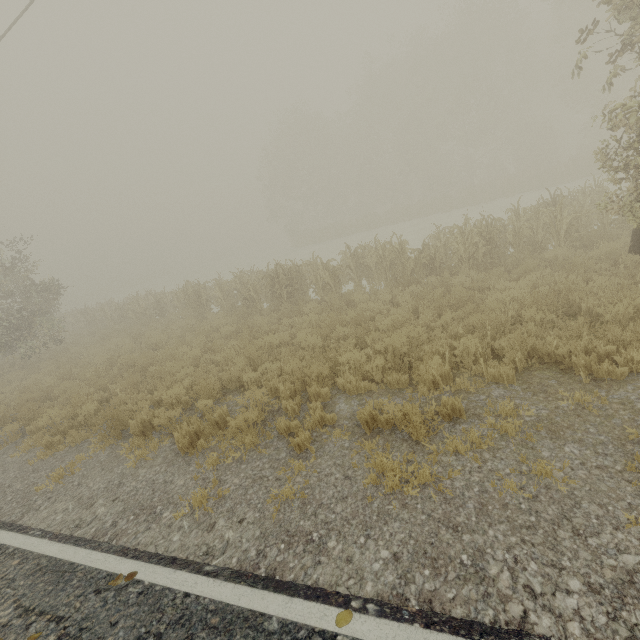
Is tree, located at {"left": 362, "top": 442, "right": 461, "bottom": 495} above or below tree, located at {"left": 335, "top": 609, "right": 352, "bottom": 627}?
below

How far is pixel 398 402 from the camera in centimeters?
529cm

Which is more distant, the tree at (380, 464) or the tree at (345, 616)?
the tree at (380, 464)

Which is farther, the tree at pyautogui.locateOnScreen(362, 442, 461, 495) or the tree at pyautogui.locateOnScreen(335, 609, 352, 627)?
the tree at pyautogui.locateOnScreen(362, 442, 461, 495)

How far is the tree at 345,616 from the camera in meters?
2.5 m

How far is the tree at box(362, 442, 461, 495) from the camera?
3.7 meters
